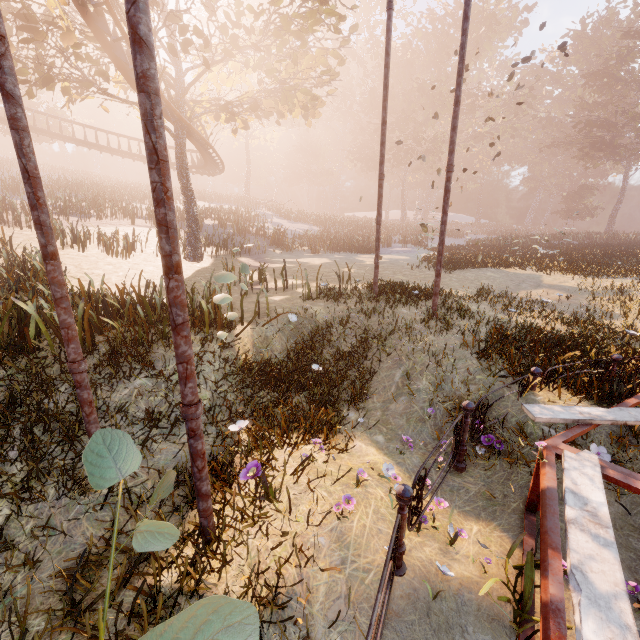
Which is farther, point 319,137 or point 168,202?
point 319,137

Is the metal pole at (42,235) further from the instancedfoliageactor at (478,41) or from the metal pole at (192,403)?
the instancedfoliageactor at (478,41)

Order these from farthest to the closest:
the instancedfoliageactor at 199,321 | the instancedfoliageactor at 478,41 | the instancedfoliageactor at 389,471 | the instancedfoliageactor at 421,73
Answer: the instancedfoliageactor at 478,41 < the instancedfoliageactor at 421,73 < the instancedfoliageactor at 199,321 < the instancedfoliageactor at 389,471

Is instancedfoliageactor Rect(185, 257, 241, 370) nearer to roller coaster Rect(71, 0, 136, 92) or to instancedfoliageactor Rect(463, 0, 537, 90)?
roller coaster Rect(71, 0, 136, 92)

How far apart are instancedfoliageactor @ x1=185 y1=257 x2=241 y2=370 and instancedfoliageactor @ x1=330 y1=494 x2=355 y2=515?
5.3 meters

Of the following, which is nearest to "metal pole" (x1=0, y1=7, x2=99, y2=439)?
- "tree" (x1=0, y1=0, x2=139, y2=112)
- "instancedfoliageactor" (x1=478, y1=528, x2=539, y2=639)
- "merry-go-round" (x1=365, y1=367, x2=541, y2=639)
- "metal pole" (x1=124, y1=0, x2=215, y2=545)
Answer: "metal pole" (x1=124, y1=0, x2=215, y2=545)

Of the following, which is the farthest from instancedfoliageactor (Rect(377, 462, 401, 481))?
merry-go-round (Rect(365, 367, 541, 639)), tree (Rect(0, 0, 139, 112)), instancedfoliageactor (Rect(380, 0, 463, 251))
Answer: instancedfoliageactor (Rect(380, 0, 463, 251))

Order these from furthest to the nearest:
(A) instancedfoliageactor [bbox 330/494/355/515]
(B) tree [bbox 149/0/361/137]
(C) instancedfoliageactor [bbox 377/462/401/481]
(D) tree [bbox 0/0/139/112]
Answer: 1. (B) tree [bbox 149/0/361/137]
2. (D) tree [bbox 0/0/139/112]
3. (C) instancedfoliageactor [bbox 377/462/401/481]
4. (A) instancedfoliageactor [bbox 330/494/355/515]
